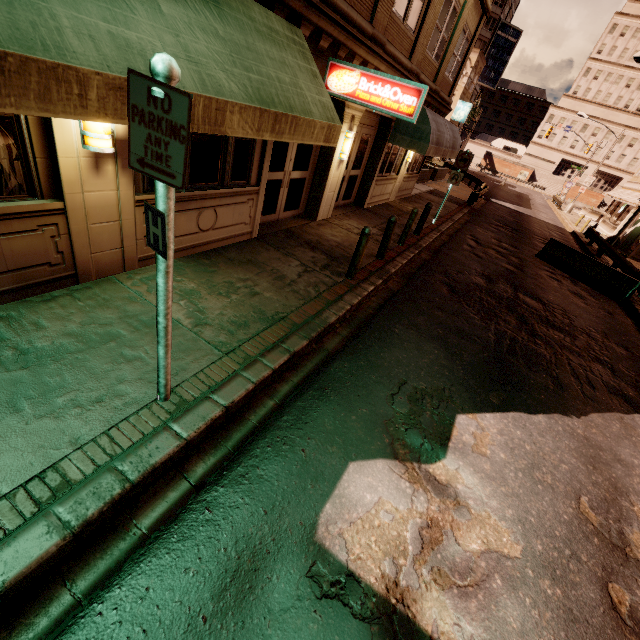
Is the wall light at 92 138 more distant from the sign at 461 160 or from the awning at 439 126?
the sign at 461 160

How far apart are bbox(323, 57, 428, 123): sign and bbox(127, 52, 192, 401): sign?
5.89m

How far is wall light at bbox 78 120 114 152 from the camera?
3.8m

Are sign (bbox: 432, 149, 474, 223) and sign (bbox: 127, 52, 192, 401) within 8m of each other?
no

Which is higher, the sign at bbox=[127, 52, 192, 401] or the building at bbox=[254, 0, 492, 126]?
the building at bbox=[254, 0, 492, 126]

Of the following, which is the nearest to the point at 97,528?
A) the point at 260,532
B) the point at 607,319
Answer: the point at 260,532

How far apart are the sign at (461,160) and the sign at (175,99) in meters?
13.8

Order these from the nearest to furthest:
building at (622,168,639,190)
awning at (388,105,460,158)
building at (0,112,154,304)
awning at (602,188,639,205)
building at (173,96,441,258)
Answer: building at (0,112,154,304)
building at (173,96,441,258)
awning at (388,105,460,158)
awning at (602,188,639,205)
building at (622,168,639,190)
